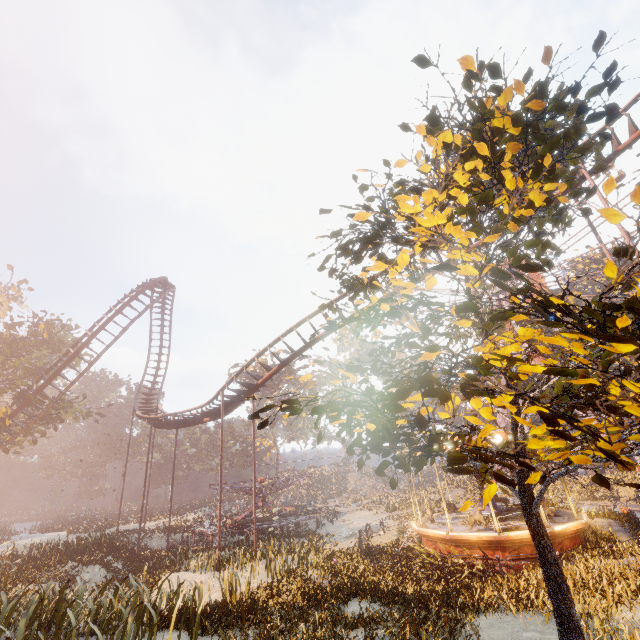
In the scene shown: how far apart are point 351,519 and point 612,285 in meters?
33.0

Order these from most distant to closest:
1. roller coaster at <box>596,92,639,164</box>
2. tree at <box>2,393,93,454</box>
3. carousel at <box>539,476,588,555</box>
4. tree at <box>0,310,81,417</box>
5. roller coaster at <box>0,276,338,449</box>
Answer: tree at <box>2,393,93,454</box> < tree at <box>0,310,81,417</box> < roller coaster at <box>0,276,338,449</box> < roller coaster at <box>596,92,639,164</box> < carousel at <box>539,476,588,555</box>

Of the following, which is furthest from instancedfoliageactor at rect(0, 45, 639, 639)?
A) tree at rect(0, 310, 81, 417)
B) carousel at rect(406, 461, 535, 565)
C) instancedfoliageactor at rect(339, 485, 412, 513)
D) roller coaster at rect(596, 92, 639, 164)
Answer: tree at rect(0, 310, 81, 417)

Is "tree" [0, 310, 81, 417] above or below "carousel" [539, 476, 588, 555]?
above

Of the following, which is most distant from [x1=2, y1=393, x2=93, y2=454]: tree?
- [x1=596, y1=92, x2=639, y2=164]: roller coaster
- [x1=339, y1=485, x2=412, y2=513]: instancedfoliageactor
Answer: [x1=339, y1=485, x2=412, y2=513]: instancedfoliageactor

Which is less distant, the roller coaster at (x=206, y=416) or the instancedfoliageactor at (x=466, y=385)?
the instancedfoliageactor at (x=466, y=385)

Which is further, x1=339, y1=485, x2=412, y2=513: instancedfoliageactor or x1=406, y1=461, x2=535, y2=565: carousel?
x1=339, y1=485, x2=412, y2=513: instancedfoliageactor

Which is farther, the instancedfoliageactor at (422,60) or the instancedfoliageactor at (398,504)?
the instancedfoliageactor at (398,504)
